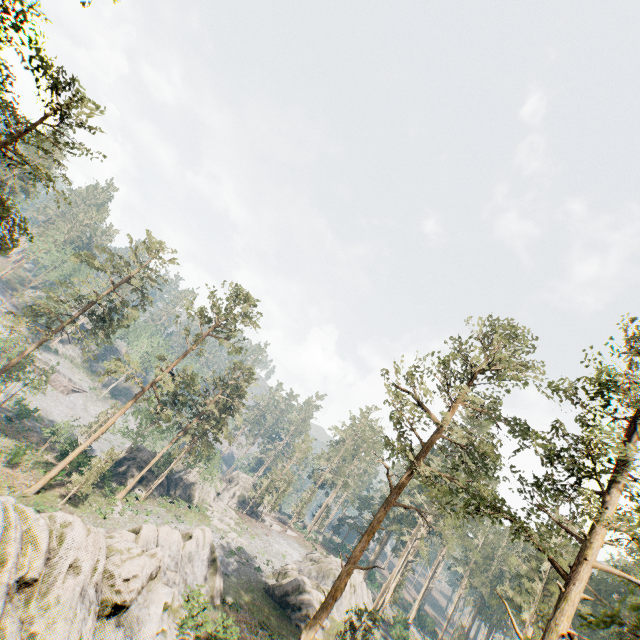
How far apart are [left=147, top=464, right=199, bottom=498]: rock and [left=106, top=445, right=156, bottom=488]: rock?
5.5m

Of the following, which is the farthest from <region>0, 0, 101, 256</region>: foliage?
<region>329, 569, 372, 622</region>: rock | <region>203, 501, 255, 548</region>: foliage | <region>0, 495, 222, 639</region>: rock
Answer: <region>203, 501, 255, 548</region>: foliage

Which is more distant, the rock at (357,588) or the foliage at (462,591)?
the foliage at (462,591)

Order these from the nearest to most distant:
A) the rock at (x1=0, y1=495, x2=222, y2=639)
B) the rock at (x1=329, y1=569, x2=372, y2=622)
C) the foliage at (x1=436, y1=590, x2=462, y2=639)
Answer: the rock at (x1=0, y1=495, x2=222, y2=639) → the rock at (x1=329, y1=569, x2=372, y2=622) → the foliage at (x1=436, y1=590, x2=462, y2=639)

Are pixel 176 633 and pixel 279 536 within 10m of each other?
no

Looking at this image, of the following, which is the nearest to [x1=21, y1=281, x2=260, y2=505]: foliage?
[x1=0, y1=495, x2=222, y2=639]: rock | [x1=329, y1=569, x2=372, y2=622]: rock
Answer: [x1=0, y1=495, x2=222, y2=639]: rock

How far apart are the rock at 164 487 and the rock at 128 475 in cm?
554
